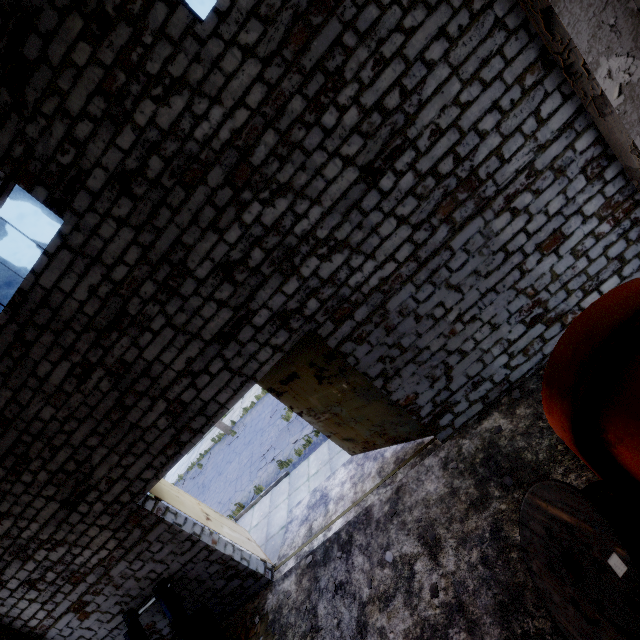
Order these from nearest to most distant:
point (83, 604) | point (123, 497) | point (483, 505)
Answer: point (483, 505)
point (123, 497)
point (83, 604)

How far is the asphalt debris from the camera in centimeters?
1369cm

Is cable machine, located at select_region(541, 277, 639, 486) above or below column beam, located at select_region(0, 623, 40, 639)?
below

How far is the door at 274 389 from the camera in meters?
6.7

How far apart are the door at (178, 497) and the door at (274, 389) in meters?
3.3

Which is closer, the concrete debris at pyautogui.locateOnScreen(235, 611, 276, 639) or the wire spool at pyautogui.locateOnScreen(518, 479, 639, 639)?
the wire spool at pyautogui.locateOnScreen(518, 479, 639, 639)

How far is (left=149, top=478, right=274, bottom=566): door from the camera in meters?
7.8 m

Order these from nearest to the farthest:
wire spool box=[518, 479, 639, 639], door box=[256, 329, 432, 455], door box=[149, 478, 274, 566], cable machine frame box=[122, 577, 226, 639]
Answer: wire spool box=[518, 479, 639, 639] → door box=[256, 329, 432, 455] → cable machine frame box=[122, 577, 226, 639] → door box=[149, 478, 274, 566]
